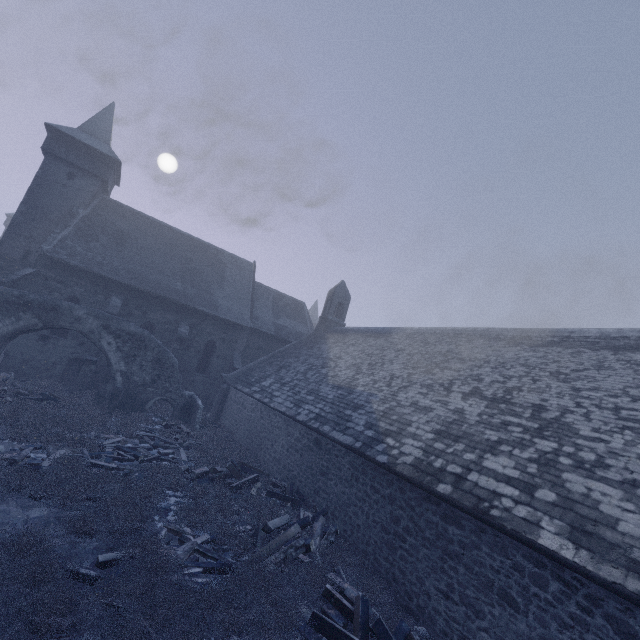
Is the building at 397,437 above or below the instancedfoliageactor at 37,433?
above

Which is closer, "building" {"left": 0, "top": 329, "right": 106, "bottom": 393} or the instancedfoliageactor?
the instancedfoliageactor

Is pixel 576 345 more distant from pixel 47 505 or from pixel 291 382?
pixel 47 505

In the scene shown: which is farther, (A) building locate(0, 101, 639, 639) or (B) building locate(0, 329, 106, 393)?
(B) building locate(0, 329, 106, 393)

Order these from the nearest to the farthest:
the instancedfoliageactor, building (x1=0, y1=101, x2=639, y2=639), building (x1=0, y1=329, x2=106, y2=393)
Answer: the instancedfoliageactor → building (x1=0, y1=101, x2=639, y2=639) → building (x1=0, y1=329, x2=106, y2=393)

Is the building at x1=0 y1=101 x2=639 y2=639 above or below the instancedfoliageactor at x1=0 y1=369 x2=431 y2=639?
above
